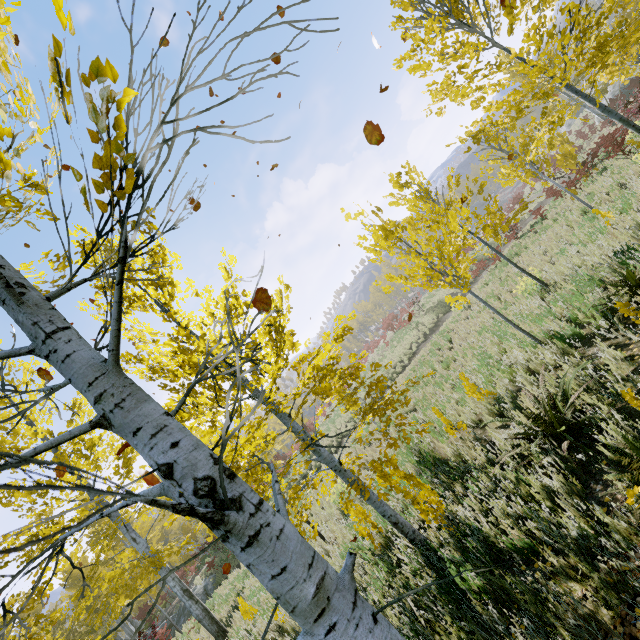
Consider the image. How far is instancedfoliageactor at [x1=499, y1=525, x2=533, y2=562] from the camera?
3.0 meters

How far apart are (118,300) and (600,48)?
8.4 meters

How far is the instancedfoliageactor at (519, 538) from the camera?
3.0m

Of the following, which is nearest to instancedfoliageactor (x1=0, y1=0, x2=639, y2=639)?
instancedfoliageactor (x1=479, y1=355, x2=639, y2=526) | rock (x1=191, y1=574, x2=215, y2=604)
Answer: instancedfoliageactor (x1=479, y1=355, x2=639, y2=526)

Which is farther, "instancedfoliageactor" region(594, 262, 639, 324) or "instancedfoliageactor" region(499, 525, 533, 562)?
"instancedfoliageactor" region(594, 262, 639, 324)

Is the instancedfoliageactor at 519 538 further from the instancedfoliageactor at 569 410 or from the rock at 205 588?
the rock at 205 588
